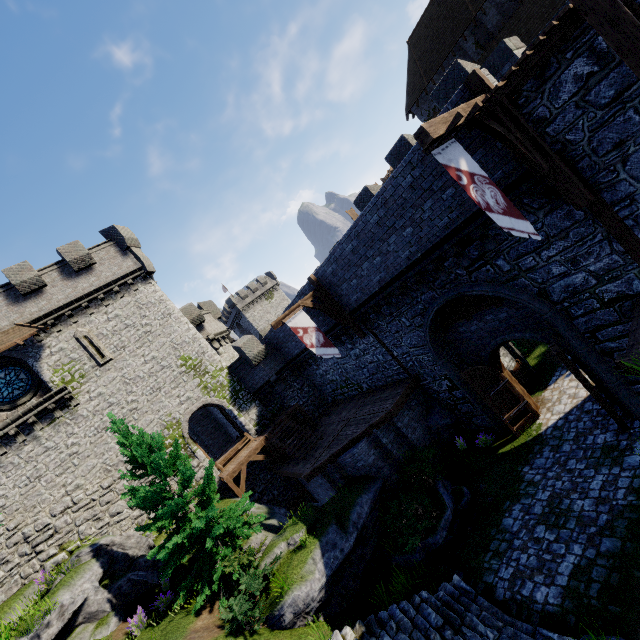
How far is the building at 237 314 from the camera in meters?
58.6

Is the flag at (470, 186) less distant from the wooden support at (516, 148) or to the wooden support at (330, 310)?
the wooden support at (516, 148)

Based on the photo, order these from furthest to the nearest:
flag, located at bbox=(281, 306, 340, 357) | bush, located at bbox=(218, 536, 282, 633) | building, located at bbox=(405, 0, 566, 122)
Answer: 1. building, located at bbox=(405, 0, 566, 122)
2. flag, located at bbox=(281, 306, 340, 357)
3. bush, located at bbox=(218, 536, 282, 633)

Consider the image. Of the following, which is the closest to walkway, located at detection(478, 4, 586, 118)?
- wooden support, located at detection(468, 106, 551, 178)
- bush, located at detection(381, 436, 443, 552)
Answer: wooden support, located at detection(468, 106, 551, 178)

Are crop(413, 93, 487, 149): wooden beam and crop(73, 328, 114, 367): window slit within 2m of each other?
no

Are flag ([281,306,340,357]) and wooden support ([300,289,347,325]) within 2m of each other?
yes

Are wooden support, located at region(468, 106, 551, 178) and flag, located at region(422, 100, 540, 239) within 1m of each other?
yes

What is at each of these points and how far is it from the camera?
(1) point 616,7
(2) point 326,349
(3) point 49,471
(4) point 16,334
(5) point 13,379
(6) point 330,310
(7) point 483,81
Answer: (1) stairs, 4.84m
(2) flag, 14.27m
(3) building tower, 17.14m
(4) awning, 18.02m
(5) window glass, 18.58m
(6) wooden support, 15.57m
(7) wooden post, 7.28m
